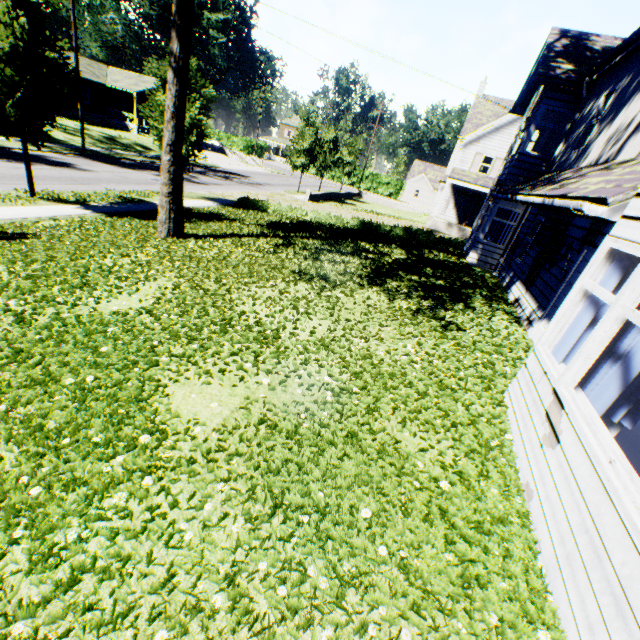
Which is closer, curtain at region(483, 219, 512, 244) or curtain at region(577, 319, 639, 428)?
curtain at region(577, 319, 639, 428)

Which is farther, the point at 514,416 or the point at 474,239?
the point at 474,239

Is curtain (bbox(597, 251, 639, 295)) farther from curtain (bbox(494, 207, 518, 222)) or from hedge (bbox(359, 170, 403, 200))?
hedge (bbox(359, 170, 403, 200))

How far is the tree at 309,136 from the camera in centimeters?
2966cm

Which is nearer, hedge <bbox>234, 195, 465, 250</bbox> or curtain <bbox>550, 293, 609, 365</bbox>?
curtain <bbox>550, 293, 609, 365</bbox>

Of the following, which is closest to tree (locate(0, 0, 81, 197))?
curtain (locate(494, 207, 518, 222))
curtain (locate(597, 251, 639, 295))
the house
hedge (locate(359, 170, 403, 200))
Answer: the house

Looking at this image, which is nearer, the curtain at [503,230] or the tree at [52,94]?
the tree at [52,94]

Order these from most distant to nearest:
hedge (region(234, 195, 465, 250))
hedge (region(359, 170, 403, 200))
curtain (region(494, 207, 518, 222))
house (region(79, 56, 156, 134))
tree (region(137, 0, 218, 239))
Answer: hedge (region(359, 170, 403, 200)) → house (region(79, 56, 156, 134)) → hedge (region(234, 195, 465, 250)) → curtain (region(494, 207, 518, 222)) → tree (region(137, 0, 218, 239))
